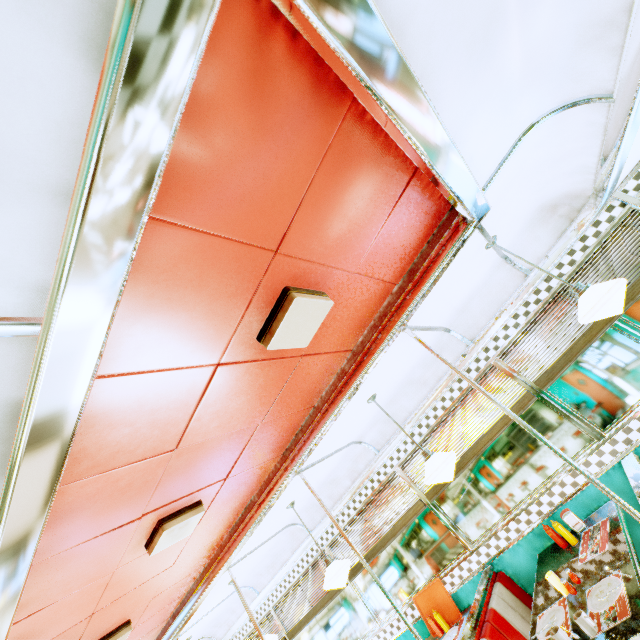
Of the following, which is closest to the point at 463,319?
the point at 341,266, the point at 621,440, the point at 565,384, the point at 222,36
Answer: the point at 565,384

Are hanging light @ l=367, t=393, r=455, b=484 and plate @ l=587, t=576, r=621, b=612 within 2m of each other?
yes

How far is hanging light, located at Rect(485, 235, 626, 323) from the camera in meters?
2.3

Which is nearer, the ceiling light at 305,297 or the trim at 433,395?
the ceiling light at 305,297

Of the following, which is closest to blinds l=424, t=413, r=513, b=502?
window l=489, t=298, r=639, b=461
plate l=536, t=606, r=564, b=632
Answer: window l=489, t=298, r=639, b=461

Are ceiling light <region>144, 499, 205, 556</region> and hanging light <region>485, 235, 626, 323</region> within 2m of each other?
no

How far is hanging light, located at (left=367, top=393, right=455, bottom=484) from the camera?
3.0m

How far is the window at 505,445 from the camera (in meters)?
3.58
